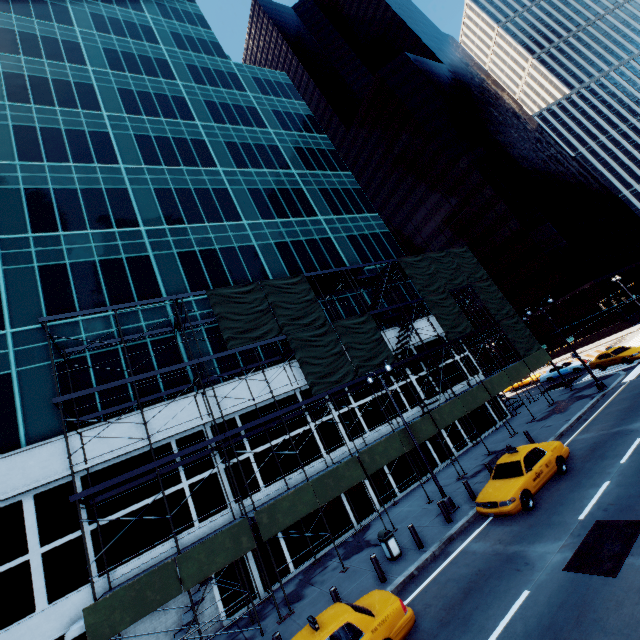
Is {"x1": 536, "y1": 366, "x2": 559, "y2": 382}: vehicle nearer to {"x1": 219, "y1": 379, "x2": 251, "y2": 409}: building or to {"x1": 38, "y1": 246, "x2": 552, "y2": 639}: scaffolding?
{"x1": 38, "y1": 246, "x2": 552, "y2": 639}: scaffolding

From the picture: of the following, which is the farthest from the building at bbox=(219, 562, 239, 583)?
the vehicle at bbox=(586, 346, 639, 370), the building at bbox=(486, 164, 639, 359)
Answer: the building at bbox=(486, 164, 639, 359)

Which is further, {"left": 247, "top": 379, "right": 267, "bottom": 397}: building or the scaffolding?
{"left": 247, "top": 379, "right": 267, "bottom": 397}: building

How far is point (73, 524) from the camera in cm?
1463

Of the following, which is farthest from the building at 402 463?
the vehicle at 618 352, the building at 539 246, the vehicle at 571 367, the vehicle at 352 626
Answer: the building at 539 246

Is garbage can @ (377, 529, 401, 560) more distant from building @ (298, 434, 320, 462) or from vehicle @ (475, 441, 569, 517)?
building @ (298, 434, 320, 462)

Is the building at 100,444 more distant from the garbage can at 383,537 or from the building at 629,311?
the building at 629,311
